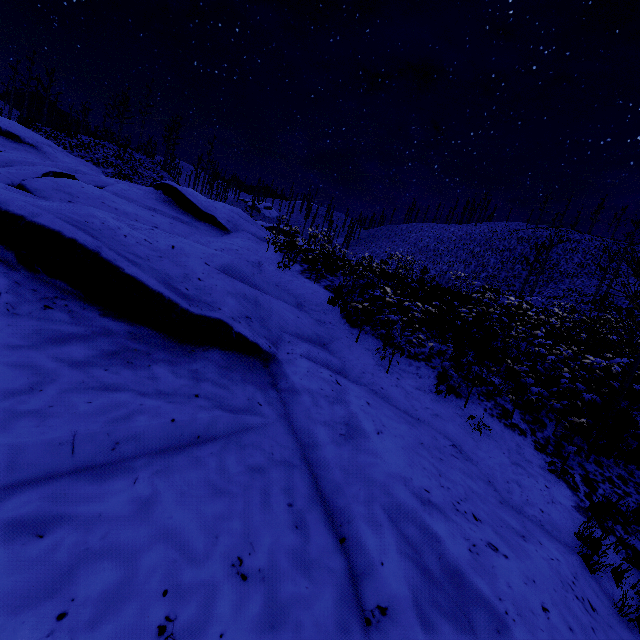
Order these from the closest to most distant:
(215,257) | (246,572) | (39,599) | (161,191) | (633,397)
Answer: (39,599) < (246,572) < (215,257) < (633,397) < (161,191)
